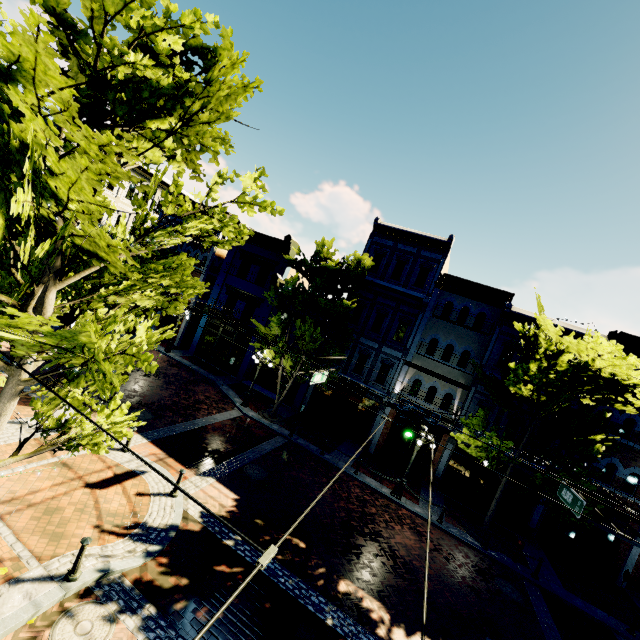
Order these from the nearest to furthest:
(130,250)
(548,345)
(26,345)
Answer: (26,345) < (548,345) < (130,250)

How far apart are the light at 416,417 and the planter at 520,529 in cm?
1056

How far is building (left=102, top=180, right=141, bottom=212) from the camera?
27.8 meters

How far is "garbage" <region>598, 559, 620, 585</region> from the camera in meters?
15.3 m

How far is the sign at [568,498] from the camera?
8.7 meters

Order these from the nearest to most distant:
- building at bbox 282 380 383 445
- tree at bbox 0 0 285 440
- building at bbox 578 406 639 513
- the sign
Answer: tree at bbox 0 0 285 440, the sign, building at bbox 578 406 639 513, building at bbox 282 380 383 445

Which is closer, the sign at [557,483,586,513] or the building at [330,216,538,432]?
the sign at [557,483,586,513]
